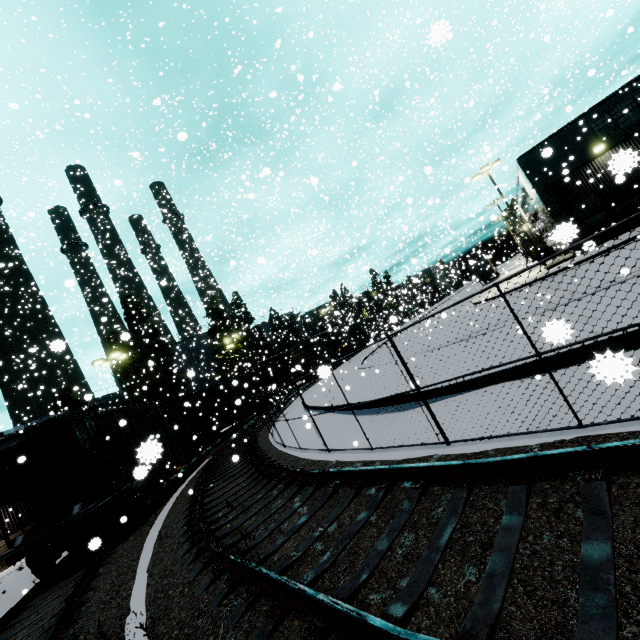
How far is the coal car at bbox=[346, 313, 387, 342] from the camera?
46.36m

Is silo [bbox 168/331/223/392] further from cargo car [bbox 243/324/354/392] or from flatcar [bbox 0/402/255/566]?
flatcar [bbox 0/402/255/566]

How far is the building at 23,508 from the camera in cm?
2223

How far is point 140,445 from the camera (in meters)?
14.09

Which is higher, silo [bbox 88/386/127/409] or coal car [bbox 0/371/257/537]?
silo [bbox 88/386/127/409]

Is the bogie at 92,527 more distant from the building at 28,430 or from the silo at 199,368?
the silo at 199,368

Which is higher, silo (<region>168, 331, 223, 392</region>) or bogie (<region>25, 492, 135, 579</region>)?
silo (<region>168, 331, 223, 392</region>)

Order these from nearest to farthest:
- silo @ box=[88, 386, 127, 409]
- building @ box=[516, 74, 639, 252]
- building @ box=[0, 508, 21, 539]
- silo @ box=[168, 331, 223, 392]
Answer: building @ box=[516, 74, 639, 252] → building @ box=[0, 508, 21, 539] → silo @ box=[168, 331, 223, 392] → silo @ box=[88, 386, 127, 409]
